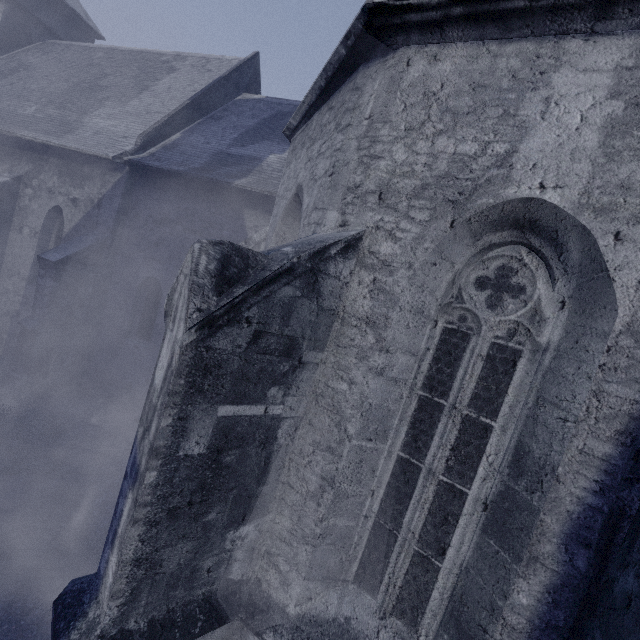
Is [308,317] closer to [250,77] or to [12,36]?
[250,77]
